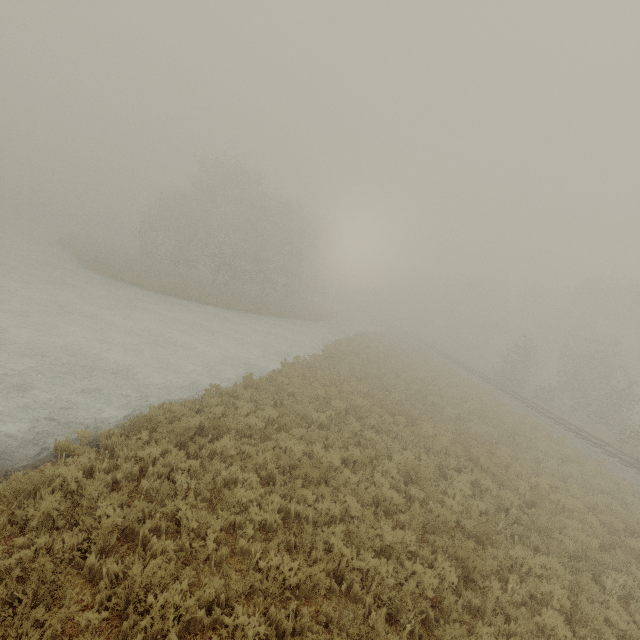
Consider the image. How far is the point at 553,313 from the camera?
42.25m
